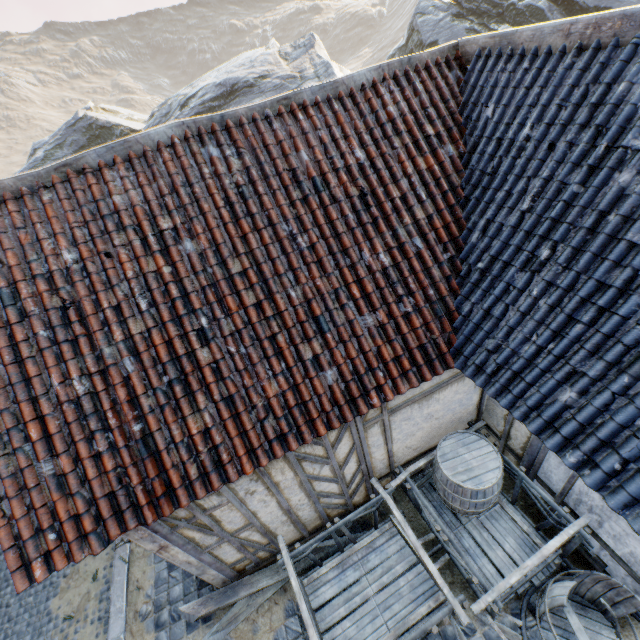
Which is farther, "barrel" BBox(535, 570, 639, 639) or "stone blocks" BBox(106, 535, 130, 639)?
"stone blocks" BBox(106, 535, 130, 639)

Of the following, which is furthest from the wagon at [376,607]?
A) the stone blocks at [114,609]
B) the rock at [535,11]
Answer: the rock at [535,11]

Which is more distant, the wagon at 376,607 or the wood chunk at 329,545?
the wood chunk at 329,545

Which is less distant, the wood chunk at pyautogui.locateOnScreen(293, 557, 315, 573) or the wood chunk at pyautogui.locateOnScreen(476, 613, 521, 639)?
the wood chunk at pyautogui.locateOnScreen(476, 613, 521, 639)

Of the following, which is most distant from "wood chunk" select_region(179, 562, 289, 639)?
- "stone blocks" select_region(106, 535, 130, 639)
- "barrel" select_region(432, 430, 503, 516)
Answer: "barrel" select_region(432, 430, 503, 516)

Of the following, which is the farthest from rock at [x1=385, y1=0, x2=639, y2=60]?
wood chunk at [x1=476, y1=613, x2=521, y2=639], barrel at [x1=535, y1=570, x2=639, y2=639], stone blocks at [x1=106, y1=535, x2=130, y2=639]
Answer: wood chunk at [x1=476, y1=613, x2=521, y2=639]

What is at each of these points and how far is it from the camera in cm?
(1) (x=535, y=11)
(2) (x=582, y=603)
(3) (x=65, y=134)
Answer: (1) rock, 1416
(2) barrel, 436
(3) rock, 1875

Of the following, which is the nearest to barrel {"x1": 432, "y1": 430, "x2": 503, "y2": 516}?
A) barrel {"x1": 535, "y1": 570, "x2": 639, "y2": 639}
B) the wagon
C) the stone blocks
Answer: the wagon
